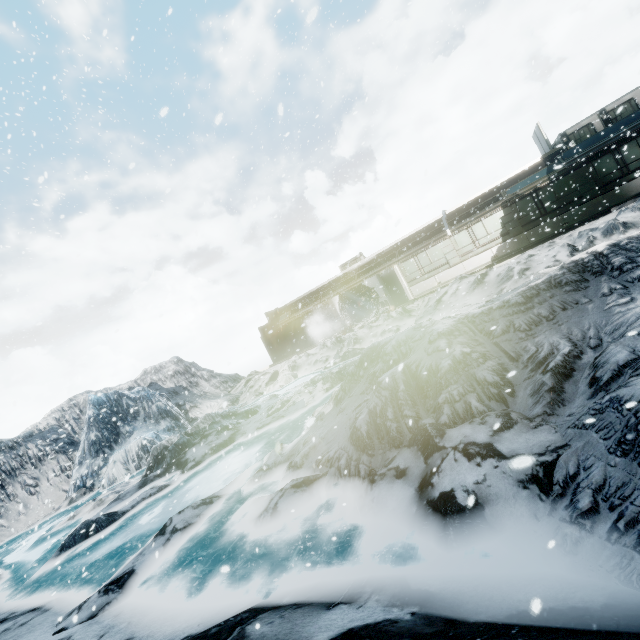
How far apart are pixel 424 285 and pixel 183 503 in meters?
18.2 m
